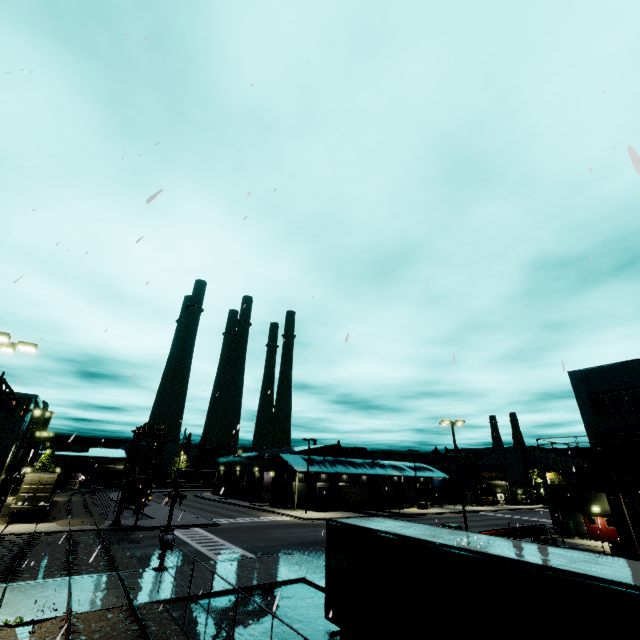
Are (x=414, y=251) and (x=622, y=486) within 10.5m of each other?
no

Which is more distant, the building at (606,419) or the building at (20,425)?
the building at (20,425)

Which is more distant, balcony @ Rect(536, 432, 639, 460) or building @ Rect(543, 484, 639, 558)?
building @ Rect(543, 484, 639, 558)

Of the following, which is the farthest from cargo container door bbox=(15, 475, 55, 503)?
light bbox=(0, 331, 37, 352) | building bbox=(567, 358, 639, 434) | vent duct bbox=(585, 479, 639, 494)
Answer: light bbox=(0, 331, 37, 352)

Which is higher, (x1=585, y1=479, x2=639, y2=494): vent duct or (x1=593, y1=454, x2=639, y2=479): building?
(x1=593, y1=454, x2=639, y2=479): building

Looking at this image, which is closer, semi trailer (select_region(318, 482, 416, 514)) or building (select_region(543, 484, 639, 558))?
building (select_region(543, 484, 639, 558))

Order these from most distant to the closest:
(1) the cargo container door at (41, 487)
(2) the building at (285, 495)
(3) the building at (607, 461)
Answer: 1. (2) the building at (285, 495)
2. (1) the cargo container door at (41, 487)
3. (3) the building at (607, 461)

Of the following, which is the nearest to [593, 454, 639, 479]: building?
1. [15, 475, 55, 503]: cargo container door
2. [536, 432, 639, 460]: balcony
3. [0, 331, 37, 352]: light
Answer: [536, 432, 639, 460]: balcony
